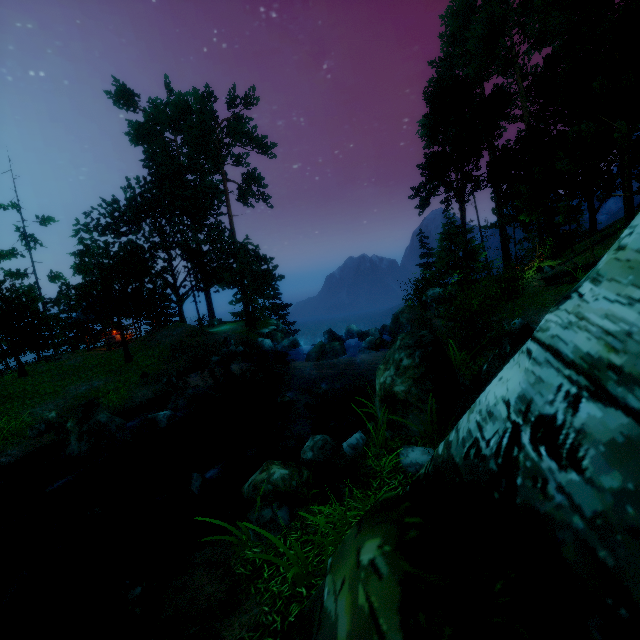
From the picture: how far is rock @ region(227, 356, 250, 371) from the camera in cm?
2180

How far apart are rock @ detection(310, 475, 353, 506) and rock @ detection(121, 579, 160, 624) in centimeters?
151cm

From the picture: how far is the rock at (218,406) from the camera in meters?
11.5 m

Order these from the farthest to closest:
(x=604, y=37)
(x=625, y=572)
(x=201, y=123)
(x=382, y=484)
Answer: (x=201, y=123), (x=604, y=37), (x=382, y=484), (x=625, y=572)

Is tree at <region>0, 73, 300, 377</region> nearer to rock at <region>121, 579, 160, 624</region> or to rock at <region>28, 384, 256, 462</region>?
rock at <region>28, 384, 256, 462</region>

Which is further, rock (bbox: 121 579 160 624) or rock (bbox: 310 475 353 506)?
rock (bbox: 310 475 353 506)

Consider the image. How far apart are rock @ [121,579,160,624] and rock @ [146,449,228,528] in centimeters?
319cm

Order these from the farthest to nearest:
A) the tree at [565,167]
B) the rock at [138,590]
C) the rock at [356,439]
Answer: the tree at [565,167], the rock at [356,439], the rock at [138,590]
